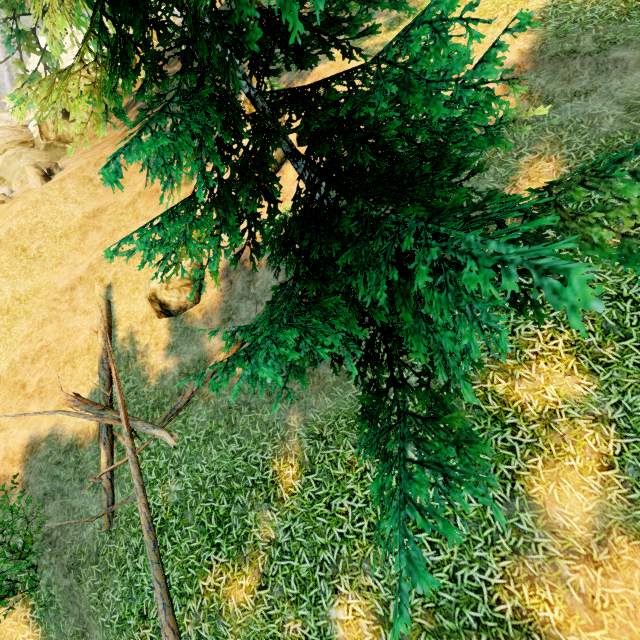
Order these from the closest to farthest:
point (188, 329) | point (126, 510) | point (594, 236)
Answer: point (594, 236) → point (126, 510) → point (188, 329)

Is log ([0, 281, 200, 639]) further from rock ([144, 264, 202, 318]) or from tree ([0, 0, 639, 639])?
rock ([144, 264, 202, 318])

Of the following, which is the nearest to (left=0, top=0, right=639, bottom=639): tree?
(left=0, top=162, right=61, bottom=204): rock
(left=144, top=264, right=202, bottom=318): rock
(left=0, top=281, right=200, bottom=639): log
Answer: (left=0, top=281, right=200, bottom=639): log

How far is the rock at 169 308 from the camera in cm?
838

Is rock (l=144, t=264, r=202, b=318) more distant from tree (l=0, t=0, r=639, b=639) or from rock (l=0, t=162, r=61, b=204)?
rock (l=0, t=162, r=61, b=204)

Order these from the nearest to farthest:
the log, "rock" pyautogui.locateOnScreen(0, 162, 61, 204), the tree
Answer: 1. the tree
2. the log
3. "rock" pyautogui.locateOnScreen(0, 162, 61, 204)

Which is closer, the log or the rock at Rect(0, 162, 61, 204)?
the log

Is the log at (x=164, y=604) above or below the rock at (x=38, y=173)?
below
